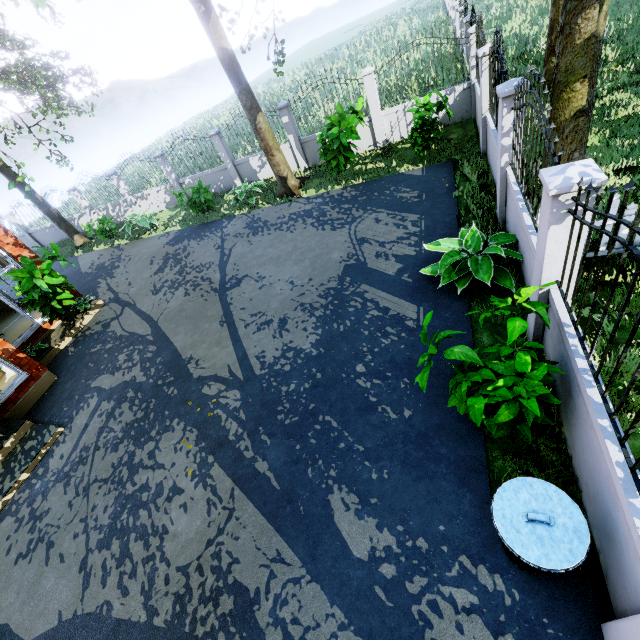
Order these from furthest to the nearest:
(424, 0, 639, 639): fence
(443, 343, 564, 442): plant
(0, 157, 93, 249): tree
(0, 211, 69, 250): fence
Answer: (0, 211, 69, 250): fence
(0, 157, 93, 249): tree
(443, 343, 564, 442): plant
(424, 0, 639, 639): fence

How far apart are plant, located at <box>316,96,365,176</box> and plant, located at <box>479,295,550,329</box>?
7.69m

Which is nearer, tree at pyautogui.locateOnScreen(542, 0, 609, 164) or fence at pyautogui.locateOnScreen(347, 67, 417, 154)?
tree at pyautogui.locateOnScreen(542, 0, 609, 164)

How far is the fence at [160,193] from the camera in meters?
13.9

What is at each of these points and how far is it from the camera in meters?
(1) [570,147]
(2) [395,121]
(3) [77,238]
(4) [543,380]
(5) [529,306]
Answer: (1) tree, 6.0
(2) fence, 11.6
(3) tree, 17.7
(4) plant, 3.2
(5) plant, 3.4

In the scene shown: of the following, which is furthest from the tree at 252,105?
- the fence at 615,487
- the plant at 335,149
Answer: the plant at 335,149

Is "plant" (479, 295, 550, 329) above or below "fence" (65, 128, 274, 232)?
above

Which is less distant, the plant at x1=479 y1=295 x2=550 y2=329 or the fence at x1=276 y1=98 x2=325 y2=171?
the plant at x1=479 y1=295 x2=550 y2=329
